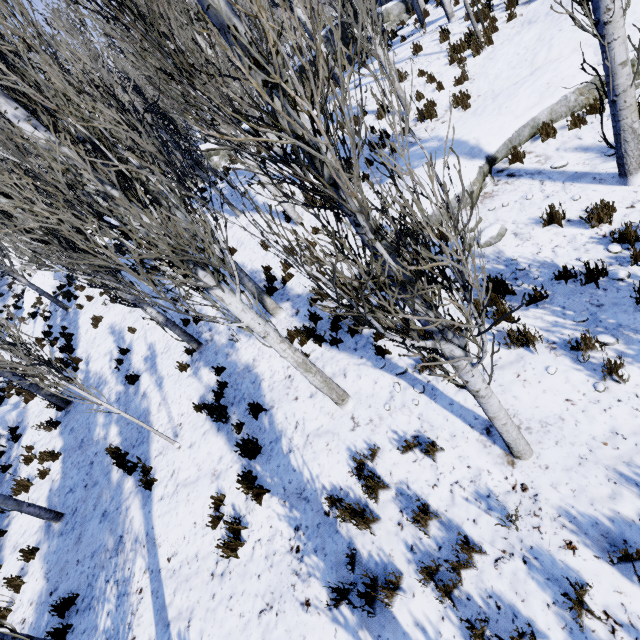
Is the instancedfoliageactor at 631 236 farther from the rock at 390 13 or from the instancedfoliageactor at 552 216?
the rock at 390 13

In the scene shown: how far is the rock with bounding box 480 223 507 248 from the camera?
6.1 meters

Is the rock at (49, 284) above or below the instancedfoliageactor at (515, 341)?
above

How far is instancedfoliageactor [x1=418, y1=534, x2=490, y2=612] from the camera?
3.25m

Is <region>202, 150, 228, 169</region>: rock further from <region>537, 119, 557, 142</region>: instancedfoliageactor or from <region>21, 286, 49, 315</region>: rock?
<region>21, 286, 49, 315</region>: rock

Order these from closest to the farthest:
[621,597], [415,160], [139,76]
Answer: [621,597] → [415,160] → [139,76]

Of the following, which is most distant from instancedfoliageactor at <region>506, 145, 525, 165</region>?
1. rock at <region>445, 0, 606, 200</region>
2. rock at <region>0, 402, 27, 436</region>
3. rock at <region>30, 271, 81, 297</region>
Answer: rock at <region>0, 402, 27, 436</region>

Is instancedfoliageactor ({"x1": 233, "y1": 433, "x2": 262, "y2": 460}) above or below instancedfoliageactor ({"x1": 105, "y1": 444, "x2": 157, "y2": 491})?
below
